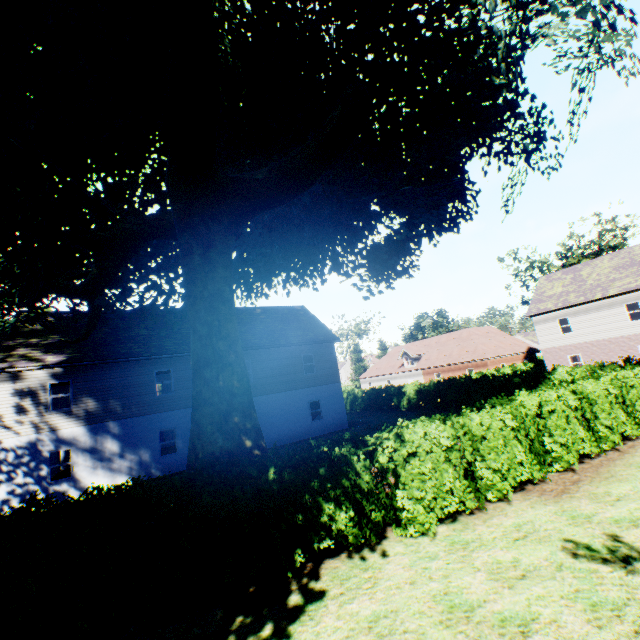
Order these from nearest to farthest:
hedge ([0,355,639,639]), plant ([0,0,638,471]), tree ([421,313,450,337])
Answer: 1. hedge ([0,355,639,639])
2. plant ([0,0,638,471])
3. tree ([421,313,450,337])

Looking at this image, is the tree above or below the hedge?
above

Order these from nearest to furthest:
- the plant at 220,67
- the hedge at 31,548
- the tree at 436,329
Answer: the hedge at 31,548 < the plant at 220,67 < the tree at 436,329

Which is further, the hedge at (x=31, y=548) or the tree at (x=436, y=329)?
the tree at (x=436, y=329)

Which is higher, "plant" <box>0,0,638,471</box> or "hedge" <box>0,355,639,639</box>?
"plant" <box>0,0,638,471</box>

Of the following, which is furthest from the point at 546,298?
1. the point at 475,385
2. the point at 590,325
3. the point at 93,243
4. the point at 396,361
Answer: the point at 93,243

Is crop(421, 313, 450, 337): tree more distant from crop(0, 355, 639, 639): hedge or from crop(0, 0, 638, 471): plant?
crop(0, 0, 638, 471): plant

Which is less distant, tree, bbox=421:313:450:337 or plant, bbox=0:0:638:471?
plant, bbox=0:0:638:471
